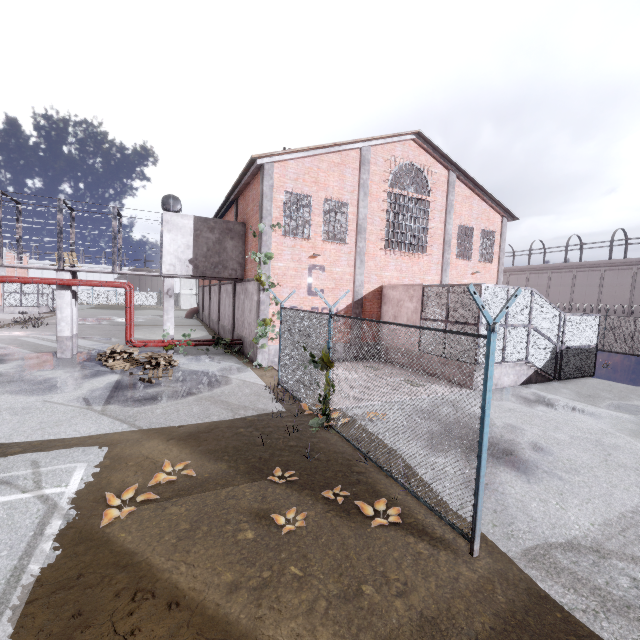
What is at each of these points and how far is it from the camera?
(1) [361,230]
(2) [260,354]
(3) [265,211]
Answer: (1) column, 16.23m
(2) column, 14.42m
(3) column, 14.05m

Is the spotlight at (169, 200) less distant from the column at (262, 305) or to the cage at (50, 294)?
the cage at (50, 294)

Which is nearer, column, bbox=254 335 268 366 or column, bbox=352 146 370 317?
column, bbox=254 335 268 366

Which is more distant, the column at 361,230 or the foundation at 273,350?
the column at 361,230

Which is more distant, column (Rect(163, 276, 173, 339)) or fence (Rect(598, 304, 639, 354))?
fence (Rect(598, 304, 639, 354))

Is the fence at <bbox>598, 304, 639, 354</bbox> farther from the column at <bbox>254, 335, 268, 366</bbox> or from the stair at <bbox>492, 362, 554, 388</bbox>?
the stair at <bbox>492, 362, 554, 388</bbox>

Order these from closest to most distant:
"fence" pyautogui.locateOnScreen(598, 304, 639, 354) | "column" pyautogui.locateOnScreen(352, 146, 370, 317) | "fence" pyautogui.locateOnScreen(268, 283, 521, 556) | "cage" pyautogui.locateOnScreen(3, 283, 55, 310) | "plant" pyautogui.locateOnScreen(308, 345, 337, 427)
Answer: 1. "fence" pyautogui.locateOnScreen(268, 283, 521, 556)
2. "plant" pyautogui.locateOnScreen(308, 345, 337, 427)
3. "column" pyautogui.locateOnScreen(352, 146, 370, 317)
4. "fence" pyautogui.locateOnScreen(598, 304, 639, 354)
5. "cage" pyautogui.locateOnScreen(3, 283, 55, 310)

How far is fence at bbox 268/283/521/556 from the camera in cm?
399
